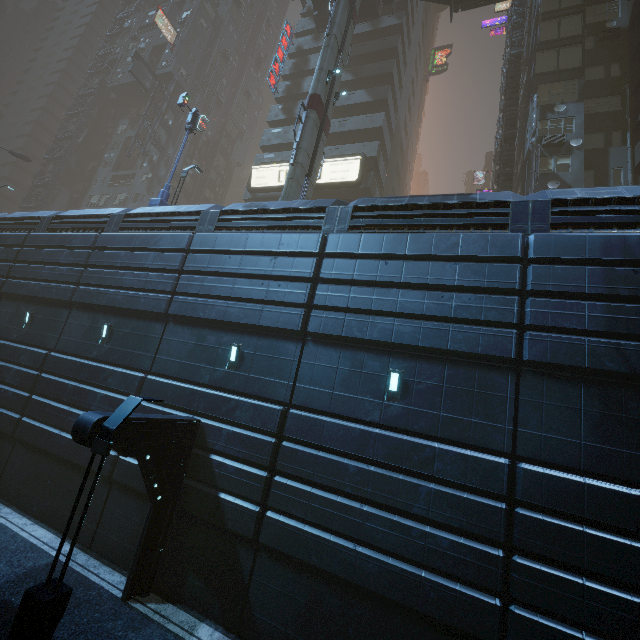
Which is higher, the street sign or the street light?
the street sign

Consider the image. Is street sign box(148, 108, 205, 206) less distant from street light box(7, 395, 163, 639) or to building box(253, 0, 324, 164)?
building box(253, 0, 324, 164)

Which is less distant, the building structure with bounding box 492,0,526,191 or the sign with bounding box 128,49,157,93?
the building structure with bounding box 492,0,526,191

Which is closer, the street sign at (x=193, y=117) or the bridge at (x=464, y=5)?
the street sign at (x=193, y=117)

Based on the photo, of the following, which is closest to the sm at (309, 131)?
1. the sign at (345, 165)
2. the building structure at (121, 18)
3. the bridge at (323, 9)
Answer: the bridge at (323, 9)

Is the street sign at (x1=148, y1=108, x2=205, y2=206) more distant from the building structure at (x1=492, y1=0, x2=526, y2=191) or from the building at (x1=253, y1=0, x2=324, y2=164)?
the building structure at (x1=492, y1=0, x2=526, y2=191)

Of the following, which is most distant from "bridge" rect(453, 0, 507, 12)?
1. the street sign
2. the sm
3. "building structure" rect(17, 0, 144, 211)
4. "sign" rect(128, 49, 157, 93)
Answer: "building structure" rect(17, 0, 144, 211)

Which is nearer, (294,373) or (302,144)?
(294,373)
